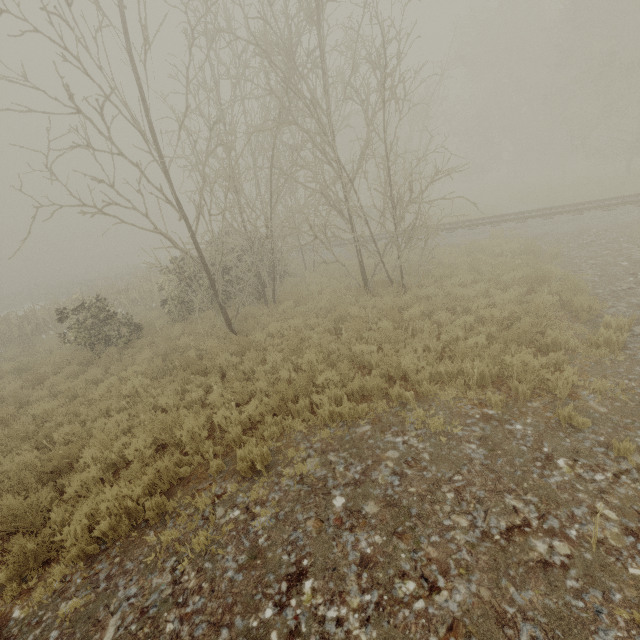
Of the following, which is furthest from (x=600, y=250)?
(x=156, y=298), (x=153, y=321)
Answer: (x=156, y=298)
